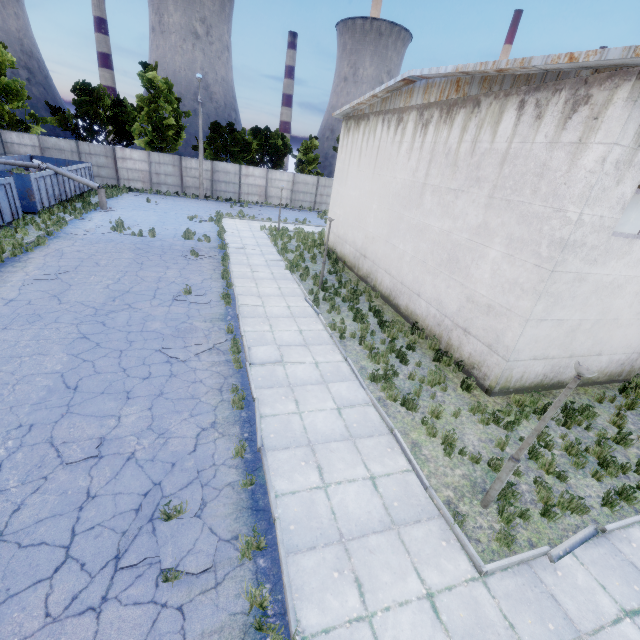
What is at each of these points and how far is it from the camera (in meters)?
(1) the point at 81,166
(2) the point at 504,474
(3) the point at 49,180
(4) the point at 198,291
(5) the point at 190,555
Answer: (1) garbage container, 25.89
(2) lamp post, 5.82
(3) garbage container, 20.73
(4) asphalt debris, 13.02
(5) asphalt debris, 4.73

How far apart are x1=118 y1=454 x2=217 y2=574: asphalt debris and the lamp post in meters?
4.9 m

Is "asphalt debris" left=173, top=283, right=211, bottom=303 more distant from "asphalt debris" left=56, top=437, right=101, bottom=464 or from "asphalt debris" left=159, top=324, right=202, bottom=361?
"asphalt debris" left=56, top=437, right=101, bottom=464

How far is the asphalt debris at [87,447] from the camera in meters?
5.8 m

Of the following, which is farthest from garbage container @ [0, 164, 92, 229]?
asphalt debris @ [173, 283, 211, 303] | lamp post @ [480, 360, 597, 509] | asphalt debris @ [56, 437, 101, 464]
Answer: lamp post @ [480, 360, 597, 509]

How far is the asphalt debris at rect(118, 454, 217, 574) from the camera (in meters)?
4.62

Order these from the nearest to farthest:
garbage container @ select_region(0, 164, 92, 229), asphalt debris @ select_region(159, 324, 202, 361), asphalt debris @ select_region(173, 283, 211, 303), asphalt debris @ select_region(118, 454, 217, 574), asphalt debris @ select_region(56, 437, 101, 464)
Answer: asphalt debris @ select_region(118, 454, 217, 574) < asphalt debris @ select_region(56, 437, 101, 464) < asphalt debris @ select_region(159, 324, 202, 361) < asphalt debris @ select_region(173, 283, 211, 303) < garbage container @ select_region(0, 164, 92, 229)

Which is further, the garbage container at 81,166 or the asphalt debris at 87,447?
the garbage container at 81,166
